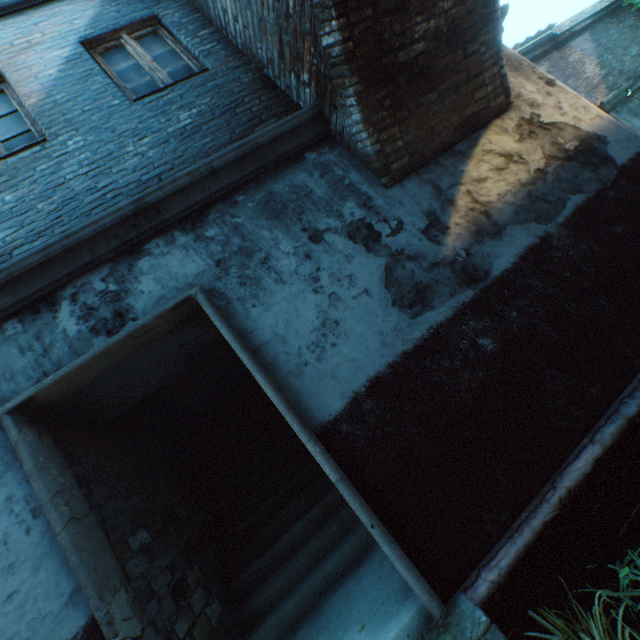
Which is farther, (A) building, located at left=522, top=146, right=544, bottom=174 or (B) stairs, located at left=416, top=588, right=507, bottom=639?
(A) building, located at left=522, top=146, right=544, bottom=174

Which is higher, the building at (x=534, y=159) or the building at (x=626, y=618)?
the building at (x=534, y=159)

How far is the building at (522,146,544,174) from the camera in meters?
3.6 m

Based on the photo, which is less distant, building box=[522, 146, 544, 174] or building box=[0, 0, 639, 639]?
building box=[0, 0, 639, 639]

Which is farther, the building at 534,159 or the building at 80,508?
the building at 534,159

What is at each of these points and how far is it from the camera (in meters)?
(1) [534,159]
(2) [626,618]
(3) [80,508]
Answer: (1) building, 3.64
(2) building, 2.05
(3) building, 2.28

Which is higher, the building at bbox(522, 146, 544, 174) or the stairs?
the building at bbox(522, 146, 544, 174)
